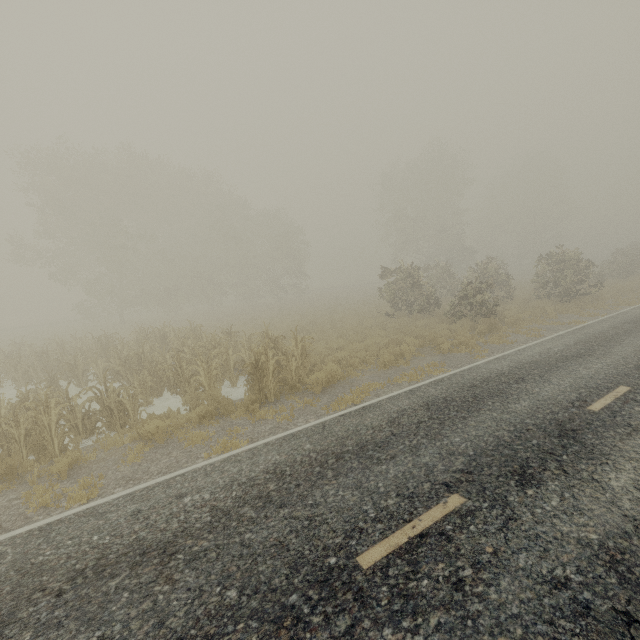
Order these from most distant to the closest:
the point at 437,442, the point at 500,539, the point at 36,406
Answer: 1. the point at 36,406
2. the point at 437,442
3. the point at 500,539
